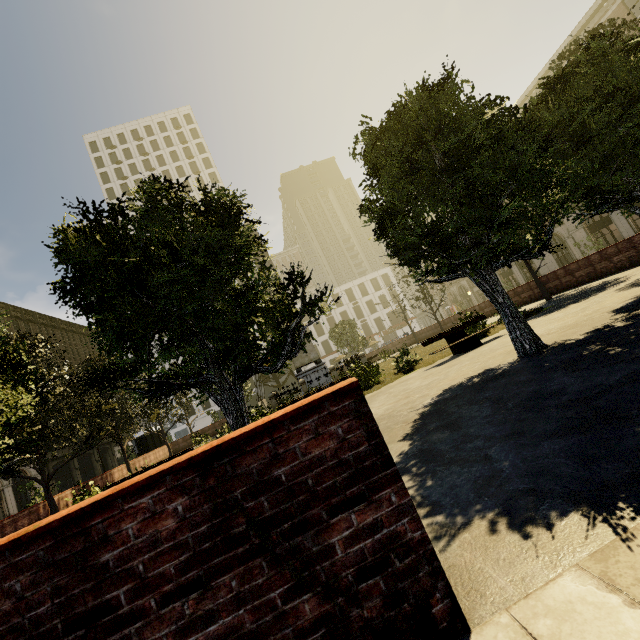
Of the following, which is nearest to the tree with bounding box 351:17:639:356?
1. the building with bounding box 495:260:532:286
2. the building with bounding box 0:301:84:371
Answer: the building with bounding box 0:301:84:371

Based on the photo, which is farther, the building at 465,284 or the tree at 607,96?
the building at 465,284

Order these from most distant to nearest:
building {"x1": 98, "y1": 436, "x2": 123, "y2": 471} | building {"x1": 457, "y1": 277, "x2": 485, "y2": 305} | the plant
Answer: building {"x1": 457, "y1": 277, "x2": 485, "y2": 305}, building {"x1": 98, "y1": 436, "x2": 123, "y2": 471}, the plant

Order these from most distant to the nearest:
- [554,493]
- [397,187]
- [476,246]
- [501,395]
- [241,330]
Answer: [397,187]
[476,246]
[241,330]
[501,395]
[554,493]

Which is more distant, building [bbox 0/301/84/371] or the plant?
building [bbox 0/301/84/371]

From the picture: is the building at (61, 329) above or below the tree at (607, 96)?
above

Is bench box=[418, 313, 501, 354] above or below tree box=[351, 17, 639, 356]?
below

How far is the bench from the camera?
10.8m
